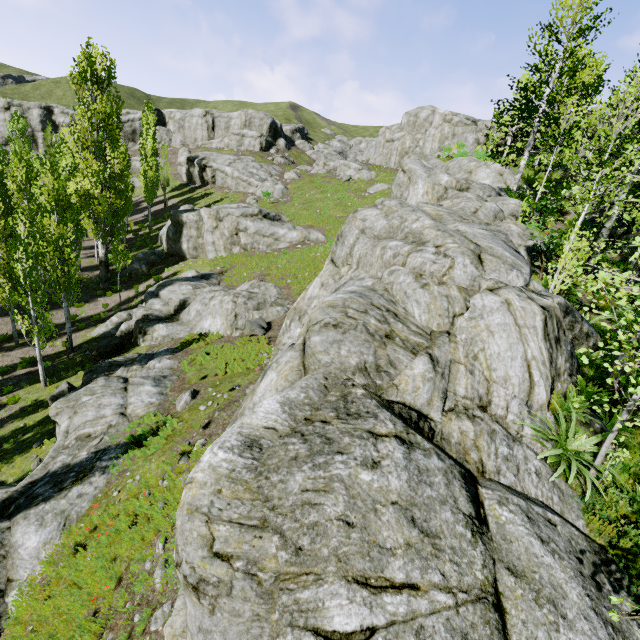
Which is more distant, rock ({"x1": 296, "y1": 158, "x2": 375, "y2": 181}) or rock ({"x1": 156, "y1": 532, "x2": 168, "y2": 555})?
rock ({"x1": 296, "y1": 158, "x2": 375, "y2": 181})

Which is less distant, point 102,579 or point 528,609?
point 528,609

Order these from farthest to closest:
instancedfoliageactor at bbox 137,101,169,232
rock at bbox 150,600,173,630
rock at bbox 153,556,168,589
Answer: instancedfoliageactor at bbox 137,101,169,232
rock at bbox 153,556,168,589
rock at bbox 150,600,173,630

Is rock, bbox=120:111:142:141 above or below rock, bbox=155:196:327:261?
above

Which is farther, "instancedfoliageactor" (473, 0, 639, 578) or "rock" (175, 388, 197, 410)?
"rock" (175, 388, 197, 410)

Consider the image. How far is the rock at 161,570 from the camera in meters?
6.4

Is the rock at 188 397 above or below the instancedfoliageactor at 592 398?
below
